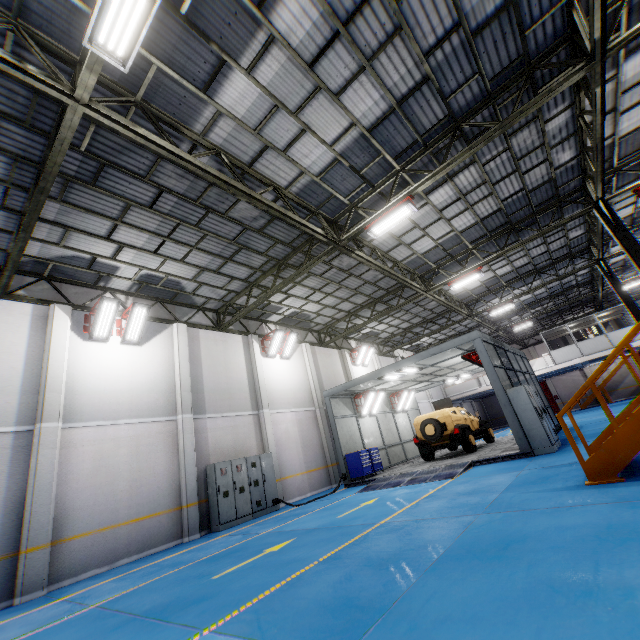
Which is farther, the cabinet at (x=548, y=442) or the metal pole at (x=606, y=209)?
the metal pole at (x=606, y=209)

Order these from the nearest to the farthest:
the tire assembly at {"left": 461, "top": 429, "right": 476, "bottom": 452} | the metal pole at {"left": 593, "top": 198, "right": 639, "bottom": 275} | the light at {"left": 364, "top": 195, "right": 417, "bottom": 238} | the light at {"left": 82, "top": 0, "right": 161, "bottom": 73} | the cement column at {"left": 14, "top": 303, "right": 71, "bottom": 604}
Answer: the light at {"left": 82, "top": 0, "right": 161, "bottom": 73} → the cement column at {"left": 14, "top": 303, "right": 71, "bottom": 604} → the light at {"left": 364, "top": 195, "right": 417, "bottom": 238} → the metal pole at {"left": 593, "top": 198, "right": 639, "bottom": 275} → the tire assembly at {"left": 461, "top": 429, "right": 476, "bottom": 452}

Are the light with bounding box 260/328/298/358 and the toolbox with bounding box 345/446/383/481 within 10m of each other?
yes

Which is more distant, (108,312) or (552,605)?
(108,312)

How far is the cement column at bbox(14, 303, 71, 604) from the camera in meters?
7.8 m

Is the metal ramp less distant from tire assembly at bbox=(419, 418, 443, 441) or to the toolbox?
the toolbox

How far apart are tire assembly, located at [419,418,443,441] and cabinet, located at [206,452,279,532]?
6.8m

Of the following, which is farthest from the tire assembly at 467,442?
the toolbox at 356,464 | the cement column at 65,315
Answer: the cement column at 65,315
